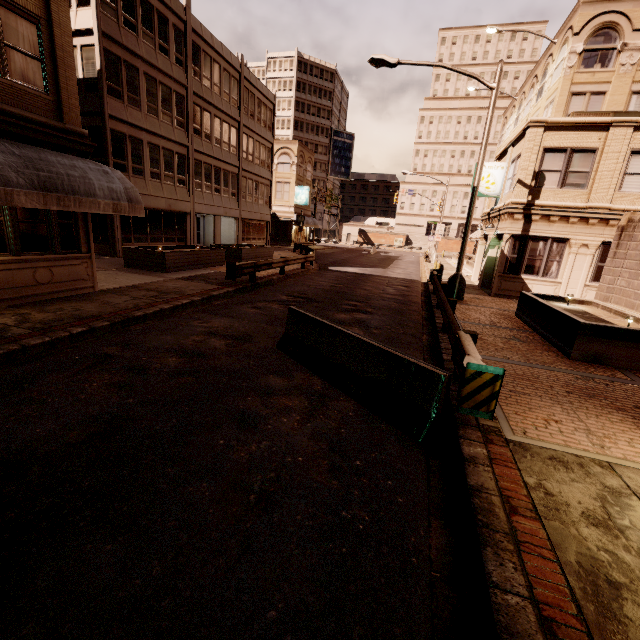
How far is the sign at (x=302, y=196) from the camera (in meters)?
42.56

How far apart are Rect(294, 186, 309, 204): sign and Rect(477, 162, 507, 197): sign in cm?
2728

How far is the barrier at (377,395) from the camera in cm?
446

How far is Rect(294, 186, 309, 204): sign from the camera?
42.6m

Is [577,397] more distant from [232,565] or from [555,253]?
[555,253]

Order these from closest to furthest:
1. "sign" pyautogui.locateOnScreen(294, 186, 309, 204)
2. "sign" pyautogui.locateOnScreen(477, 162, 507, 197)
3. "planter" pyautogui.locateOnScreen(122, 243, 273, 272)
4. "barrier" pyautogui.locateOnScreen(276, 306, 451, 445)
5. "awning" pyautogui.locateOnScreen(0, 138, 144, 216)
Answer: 1. "barrier" pyautogui.locateOnScreen(276, 306, 451, 445)
2. "awning" pyautogui.locateOnScreen(0, 138, 144, 216)
3. "planter" pyautogui.locateOnScreen(122, 243, 273, 272)
4. "sign" pyautogui.locateOnScreen(477, 162, 507, 197)
5. "sign" pyautogui.locateOnScreen(294, 186, 309, 204)

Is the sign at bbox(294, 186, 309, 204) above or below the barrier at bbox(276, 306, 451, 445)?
above

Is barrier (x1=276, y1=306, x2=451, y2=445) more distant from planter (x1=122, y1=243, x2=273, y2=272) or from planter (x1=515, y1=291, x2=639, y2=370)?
planter (x1=122, y1=243, x2=273, y2=272)
